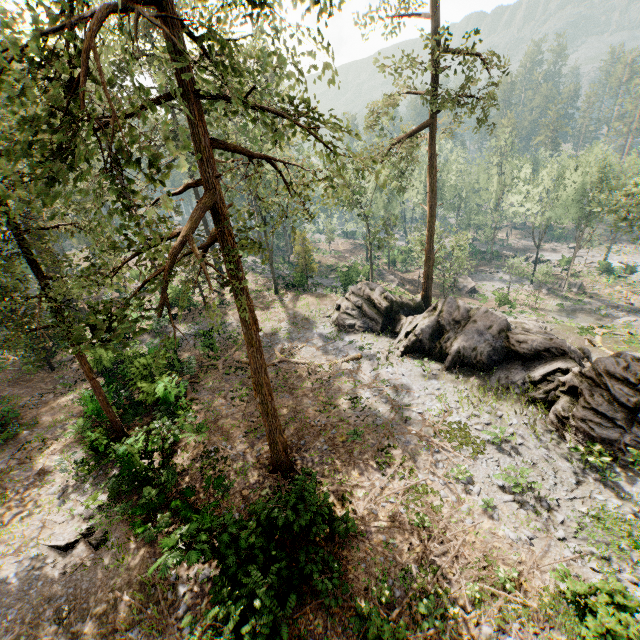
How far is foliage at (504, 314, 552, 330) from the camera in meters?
31.3

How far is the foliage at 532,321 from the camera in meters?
31.3

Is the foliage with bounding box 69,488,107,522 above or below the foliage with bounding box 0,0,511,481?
below

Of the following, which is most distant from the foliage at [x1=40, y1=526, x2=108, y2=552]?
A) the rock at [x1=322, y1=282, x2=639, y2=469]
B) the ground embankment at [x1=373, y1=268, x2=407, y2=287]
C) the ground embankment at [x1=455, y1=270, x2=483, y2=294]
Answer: the ground embankment at [x1=373, y1=268, x2=407, y2=287]

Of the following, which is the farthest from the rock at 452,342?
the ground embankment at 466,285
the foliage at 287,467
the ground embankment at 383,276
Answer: the ground embankment at 466,285

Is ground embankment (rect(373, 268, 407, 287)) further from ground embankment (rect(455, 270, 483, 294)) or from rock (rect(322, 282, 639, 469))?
rock (rect(322, 282, 639, 469))

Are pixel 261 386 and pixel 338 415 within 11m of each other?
yes

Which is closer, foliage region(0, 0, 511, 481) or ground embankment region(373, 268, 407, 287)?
foliage region(0, 0, 511, 481)
